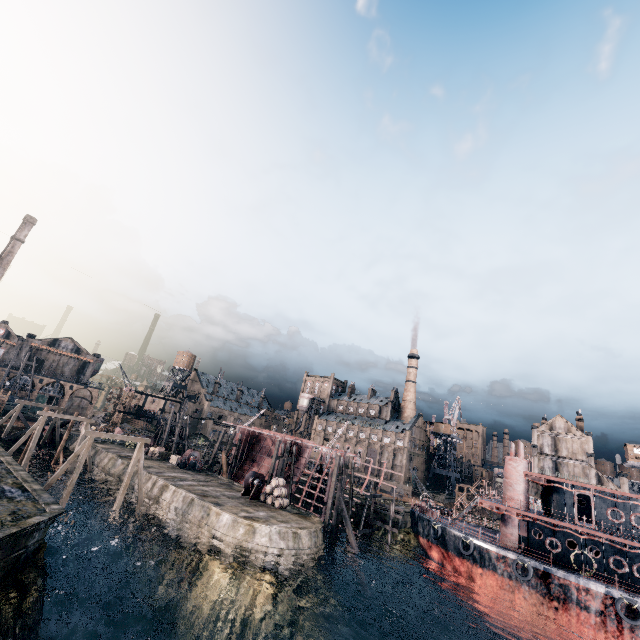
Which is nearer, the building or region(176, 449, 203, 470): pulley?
region(176, 449, 203, 470): pulley

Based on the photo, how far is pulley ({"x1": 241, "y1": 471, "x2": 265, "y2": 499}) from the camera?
34.97m

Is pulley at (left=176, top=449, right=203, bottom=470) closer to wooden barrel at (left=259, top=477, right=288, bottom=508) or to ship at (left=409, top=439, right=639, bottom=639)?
wooden barrel at (left=259, top=477, right=288, bottom=508)

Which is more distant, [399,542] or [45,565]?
[399,542]

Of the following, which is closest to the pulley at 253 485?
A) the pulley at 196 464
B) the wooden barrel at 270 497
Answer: the wooden barrel at 270 497

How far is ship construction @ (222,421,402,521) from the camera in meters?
40.4

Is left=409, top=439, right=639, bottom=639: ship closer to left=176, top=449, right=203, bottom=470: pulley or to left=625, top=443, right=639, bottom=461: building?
left=176, top=449, right=203, bottom=470: pulley

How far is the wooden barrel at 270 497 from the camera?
33.3 meters
